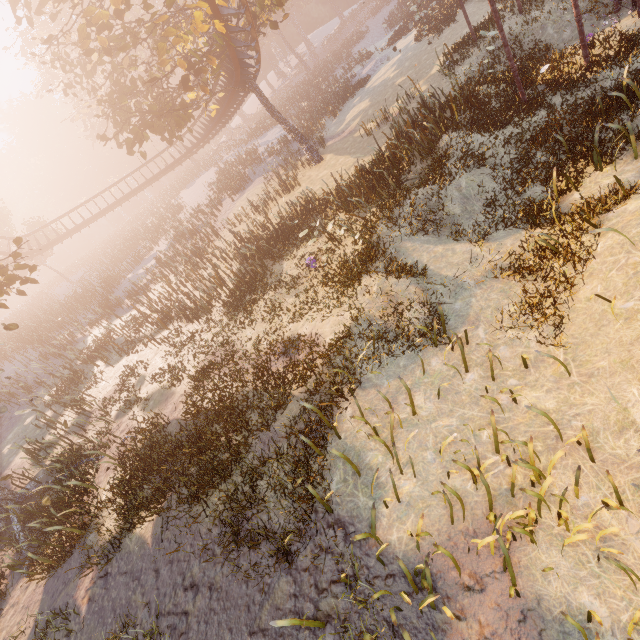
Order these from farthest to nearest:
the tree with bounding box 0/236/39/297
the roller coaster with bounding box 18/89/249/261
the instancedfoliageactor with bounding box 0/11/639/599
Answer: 1. the roller coaster with bounding box 18/89/249/261
2. the tree with bounding box 0/236/39/297
3. the instancedfoliageactor with bounding box 0/11/639/599

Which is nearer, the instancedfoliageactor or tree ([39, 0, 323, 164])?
the instancedfoliageactor

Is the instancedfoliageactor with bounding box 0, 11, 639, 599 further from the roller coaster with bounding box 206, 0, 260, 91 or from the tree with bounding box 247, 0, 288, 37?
the roller coaster with bounding box 206, 0, 260, 91

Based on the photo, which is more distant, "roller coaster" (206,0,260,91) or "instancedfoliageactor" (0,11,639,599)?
"roller coaster" (206,0,260,91)

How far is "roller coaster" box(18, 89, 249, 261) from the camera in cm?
2519

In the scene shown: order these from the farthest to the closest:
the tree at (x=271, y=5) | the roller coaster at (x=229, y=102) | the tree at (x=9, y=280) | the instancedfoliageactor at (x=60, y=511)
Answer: the roller coaster at (x=229, y=102) → the tree at (x=271, y=5) → the tree at (x=9, y=280) → the instancedfoliageactor at (x=60, y=511)

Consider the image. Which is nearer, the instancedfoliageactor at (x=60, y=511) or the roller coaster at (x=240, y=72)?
the instancedfoliageactor at (x=60, y=511)

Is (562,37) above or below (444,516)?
→ below
